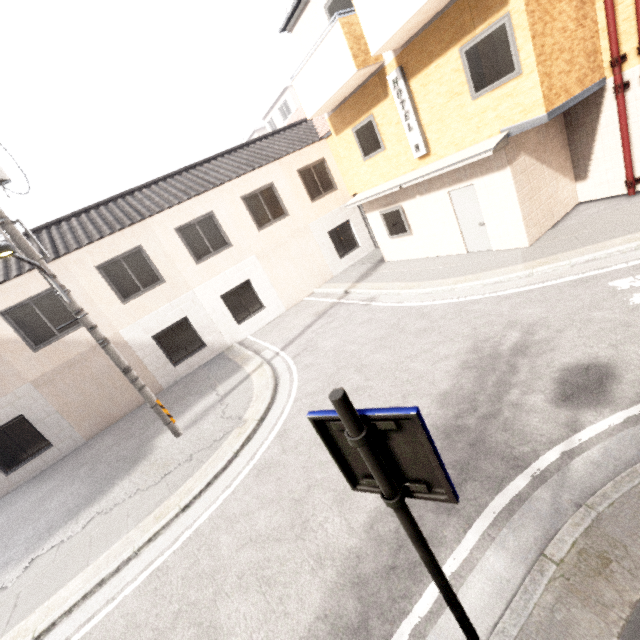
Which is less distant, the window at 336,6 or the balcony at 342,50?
the balcony at 342,50

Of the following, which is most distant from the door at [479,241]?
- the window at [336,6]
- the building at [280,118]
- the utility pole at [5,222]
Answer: the building at [280,118]

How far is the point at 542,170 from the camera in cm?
886

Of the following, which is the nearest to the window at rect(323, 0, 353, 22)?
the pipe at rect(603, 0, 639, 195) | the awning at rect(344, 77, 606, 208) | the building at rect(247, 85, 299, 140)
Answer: the awning at rect(344, 77, 606, 208)

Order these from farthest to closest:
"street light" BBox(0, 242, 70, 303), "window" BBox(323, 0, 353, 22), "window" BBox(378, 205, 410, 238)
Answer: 1. "window" BBox(378, 205, 410, 238)
2. "window" BBox(323, 0, 353, 22)
3. "street light" BBox(0, 242, 70, 303)

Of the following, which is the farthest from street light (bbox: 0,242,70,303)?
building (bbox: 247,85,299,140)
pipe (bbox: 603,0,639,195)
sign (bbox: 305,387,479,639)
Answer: building (bbox: 247,85,299,140)

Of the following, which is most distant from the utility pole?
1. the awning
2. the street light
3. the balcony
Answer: the awning

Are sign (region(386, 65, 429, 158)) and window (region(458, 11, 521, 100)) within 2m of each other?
yes
